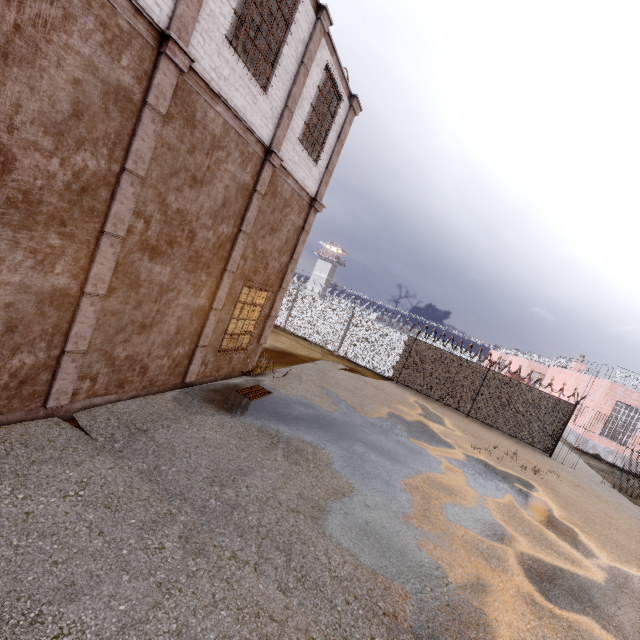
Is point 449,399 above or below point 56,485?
above

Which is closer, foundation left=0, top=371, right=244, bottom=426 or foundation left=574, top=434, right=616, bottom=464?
foundation left=0, top=371, right=244, bottom=426

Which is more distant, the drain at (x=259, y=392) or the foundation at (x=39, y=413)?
the drain at (x=259, y=392)

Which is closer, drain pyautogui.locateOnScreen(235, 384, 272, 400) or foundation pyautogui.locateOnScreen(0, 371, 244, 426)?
foundation pyautogui.locateOnScreen(0, 371, 244, 426)

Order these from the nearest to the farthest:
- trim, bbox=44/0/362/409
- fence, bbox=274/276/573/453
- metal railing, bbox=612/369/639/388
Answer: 1. trim, bbox=44/0/362/409
2. fence, bbox=274/276/573/453
3. metal railing, bbox=612/369/639/388

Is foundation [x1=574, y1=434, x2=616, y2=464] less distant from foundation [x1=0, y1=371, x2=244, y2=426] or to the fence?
the fence

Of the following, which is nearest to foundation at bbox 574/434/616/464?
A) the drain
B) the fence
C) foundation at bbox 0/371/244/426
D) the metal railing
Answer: the metal railing

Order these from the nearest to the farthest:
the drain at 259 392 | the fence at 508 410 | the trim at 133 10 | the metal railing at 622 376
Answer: the trim at 133 10
the drain at 259 392
the fence at 508 410
the metal railing at 622 376
